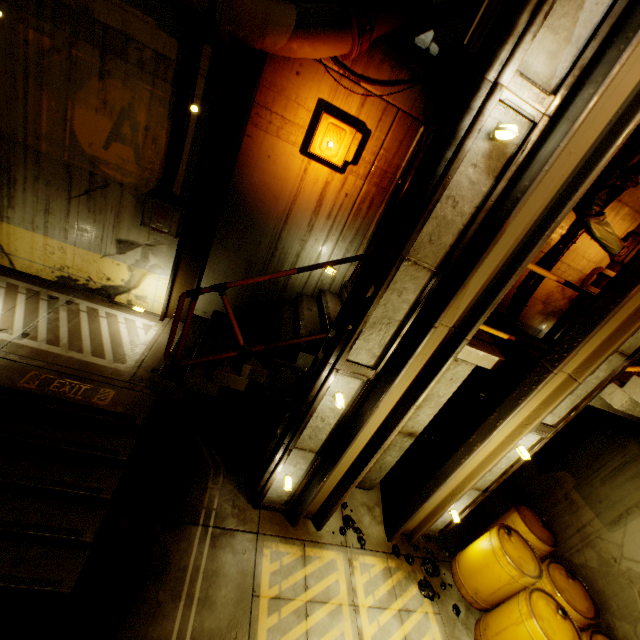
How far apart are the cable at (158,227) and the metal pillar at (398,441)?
4.00m

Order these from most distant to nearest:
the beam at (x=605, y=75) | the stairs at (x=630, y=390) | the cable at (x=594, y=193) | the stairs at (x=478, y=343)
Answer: the cable at (x=594, y=193) → the stairs at (x=478, y=343) → the stairs at (x=630, y=390) → the beam at (x=605, y=75)

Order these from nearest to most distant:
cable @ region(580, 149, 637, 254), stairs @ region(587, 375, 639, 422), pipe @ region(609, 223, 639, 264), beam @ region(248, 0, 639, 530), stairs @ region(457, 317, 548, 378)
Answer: beam @ region(248, 0, 639, 530) < stairs @ region(587, 375, 639, 422) < stairs @ region(457, 317, 548, 378) < cable @ region(580, 149, 637, 254) < pipe @ region(609, 223, 639, 264)

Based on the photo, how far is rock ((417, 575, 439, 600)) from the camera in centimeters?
506cm

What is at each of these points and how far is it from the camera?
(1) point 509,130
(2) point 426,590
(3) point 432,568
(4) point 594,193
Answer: (1) light, 2.6m
(2) rock, 5.1m
(3) rock, 5.4m
(4) cable, 5.4m

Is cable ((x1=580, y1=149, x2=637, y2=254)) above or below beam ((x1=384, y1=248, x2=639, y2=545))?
above

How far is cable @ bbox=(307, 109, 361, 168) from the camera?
4.6m

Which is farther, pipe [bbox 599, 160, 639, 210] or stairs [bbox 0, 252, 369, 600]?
pipe [bbox 599, 160, 639, 210]
